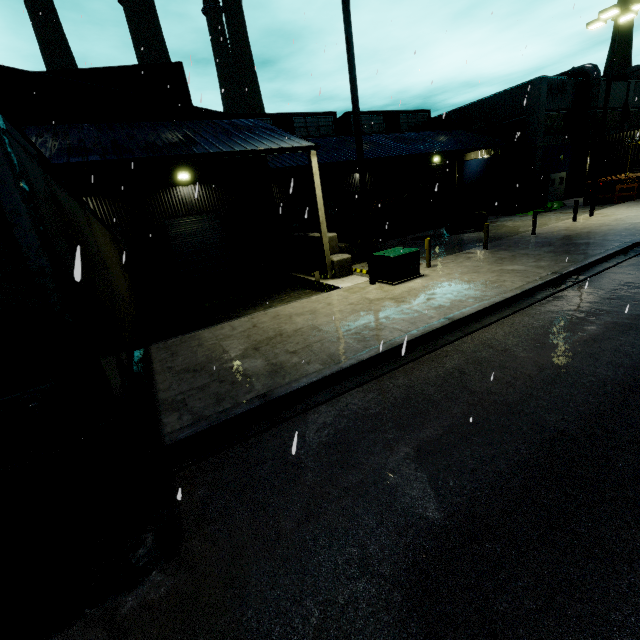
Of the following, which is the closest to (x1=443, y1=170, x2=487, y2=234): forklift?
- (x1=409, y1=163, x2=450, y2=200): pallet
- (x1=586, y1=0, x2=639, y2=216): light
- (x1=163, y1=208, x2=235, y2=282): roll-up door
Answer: (x1=409, y1=163, x2=450, y2=200): pallet

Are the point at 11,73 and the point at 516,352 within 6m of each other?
no

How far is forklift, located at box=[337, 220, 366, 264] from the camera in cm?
1656

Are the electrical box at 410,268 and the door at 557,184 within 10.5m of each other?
no

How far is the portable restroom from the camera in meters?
25.1 m

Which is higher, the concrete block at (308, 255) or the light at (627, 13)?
the light at (627, 13)

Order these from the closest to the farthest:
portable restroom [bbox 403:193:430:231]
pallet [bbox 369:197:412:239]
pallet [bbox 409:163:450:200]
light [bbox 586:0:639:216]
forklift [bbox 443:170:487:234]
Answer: light [bbox 586:0:639:216], pallet [bbox 409:163:450:200], forklift [bbox 443:170:487:234], pallet [bbox 369:197:412:239], portable restroom [bbox 403:193:430:231]

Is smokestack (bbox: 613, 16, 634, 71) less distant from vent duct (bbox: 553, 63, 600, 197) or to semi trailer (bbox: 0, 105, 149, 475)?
semi trailer (bbox: 0, 105, 149, 475)
